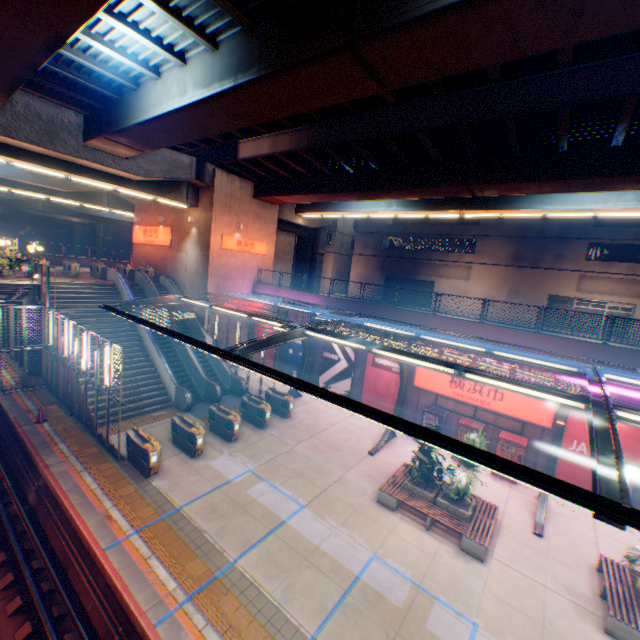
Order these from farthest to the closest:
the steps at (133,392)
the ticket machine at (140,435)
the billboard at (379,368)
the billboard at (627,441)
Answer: the billboard at (379,368) < the steps at (133,392) < the billboard at (627,441) < the ticket machine at (140,435)

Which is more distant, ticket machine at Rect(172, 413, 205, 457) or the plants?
ticket machine at Rect(172, 413, 205, 457)

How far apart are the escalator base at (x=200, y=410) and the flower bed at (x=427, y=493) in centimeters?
1216cm

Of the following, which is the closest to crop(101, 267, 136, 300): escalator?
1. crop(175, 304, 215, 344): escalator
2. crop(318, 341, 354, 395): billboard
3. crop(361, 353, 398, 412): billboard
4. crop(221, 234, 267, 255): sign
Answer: crop(175, 304, 215, 344): escalator

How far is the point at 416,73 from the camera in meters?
7.9 m

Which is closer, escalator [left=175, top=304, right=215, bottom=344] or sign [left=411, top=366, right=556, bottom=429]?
sign [left=411, top=366, right=556, bottom=429]

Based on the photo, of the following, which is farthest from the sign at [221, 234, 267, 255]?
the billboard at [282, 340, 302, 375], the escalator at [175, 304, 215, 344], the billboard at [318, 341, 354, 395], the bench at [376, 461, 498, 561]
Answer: the bench at [376, 461, 498, 561]

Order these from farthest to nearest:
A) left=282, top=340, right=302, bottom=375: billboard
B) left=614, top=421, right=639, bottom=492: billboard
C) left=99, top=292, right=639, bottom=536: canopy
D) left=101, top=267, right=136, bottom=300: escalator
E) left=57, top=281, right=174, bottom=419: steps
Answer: →
left=282, top=340, right=302, bottom=375: billboard
left=101, top=267, right=136, bottom=300: escalator
left=57, top=281, right=174, bottom=419: steps
left=614, top=421, right=639, bottom=492: billboard
left=99, top=292, right=639, bottom=536: canopy
